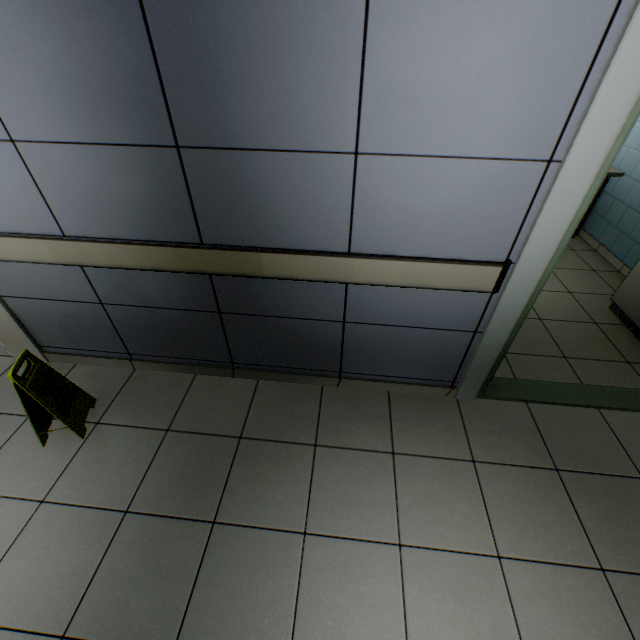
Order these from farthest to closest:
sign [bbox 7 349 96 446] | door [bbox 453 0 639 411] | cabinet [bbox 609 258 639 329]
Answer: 1. cabinet [bbox 609 258 639 329]
2. sign [bbox 7 349 96 446]
3. door [bbox 453 0 639 411]

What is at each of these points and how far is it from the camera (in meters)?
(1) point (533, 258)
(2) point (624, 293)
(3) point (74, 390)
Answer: (1) door, 1.61
(2) cabinet, 3.00
(3) sign, 2.15

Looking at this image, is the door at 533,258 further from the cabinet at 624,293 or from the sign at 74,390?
the sign at 74,390

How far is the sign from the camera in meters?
1.8

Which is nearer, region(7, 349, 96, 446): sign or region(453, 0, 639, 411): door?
region(453, 0, 639, 411): door

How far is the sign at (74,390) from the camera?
1.8m

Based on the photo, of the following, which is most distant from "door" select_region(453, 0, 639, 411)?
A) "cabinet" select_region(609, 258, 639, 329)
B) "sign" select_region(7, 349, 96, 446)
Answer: "sign" select_region(7, 349, 96, 446)
